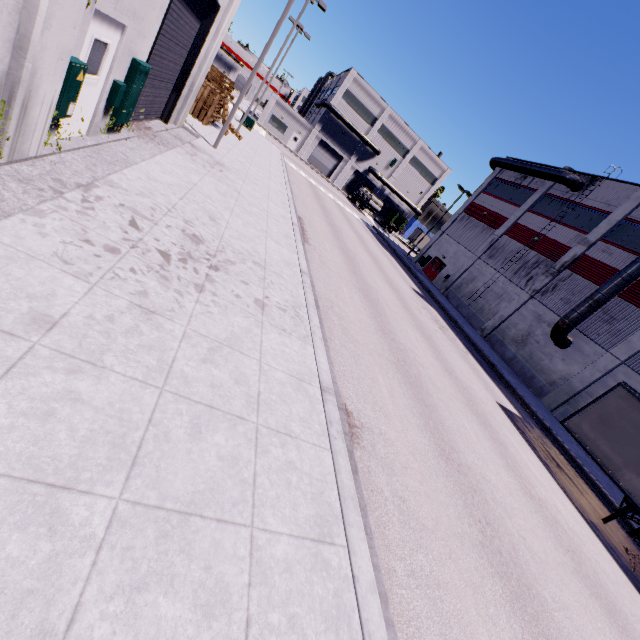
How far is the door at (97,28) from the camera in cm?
587

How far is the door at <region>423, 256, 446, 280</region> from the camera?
36.53m

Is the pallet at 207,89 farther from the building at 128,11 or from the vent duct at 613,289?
the vent duct at 613,289

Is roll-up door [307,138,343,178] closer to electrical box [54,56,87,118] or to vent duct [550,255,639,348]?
vent duct [550,255,639,348]

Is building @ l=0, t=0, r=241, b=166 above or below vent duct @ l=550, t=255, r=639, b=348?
below

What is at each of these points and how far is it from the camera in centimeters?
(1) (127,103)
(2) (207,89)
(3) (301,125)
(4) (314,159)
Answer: (1) electrical box, 804cm
(2) pallet, 1742cm
(3) building, 5331cm
(4) roll-up door, 5662cm

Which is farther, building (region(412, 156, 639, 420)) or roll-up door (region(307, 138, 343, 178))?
roll-up door (region(307, 138, 343, 178))

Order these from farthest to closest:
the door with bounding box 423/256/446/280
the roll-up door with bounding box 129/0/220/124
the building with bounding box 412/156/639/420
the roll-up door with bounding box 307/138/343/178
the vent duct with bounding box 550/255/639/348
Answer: the roll-up door with bounding box 307/138/343/178 < the door with bounding box 423/256/446/280 < the building with bounding box 412/156/639/420 < the vent duct with bounding box 550/255/639/348 < the roll-up door with bounding box 129/0/220/124
